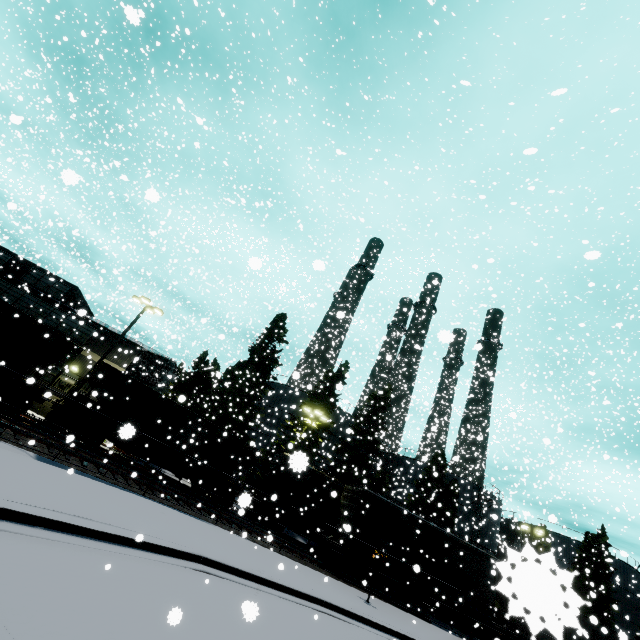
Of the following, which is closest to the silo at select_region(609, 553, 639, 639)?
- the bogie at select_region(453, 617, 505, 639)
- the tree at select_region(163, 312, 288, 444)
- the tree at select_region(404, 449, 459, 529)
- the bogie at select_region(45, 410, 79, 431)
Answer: the tree at select_region(163, 312, 288, 444)

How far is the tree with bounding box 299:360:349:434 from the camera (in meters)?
30.39

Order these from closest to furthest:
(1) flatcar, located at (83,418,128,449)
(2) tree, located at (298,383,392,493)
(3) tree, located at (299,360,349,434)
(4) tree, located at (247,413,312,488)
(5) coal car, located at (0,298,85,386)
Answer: (5) coal car, located at (0,298,85,386) < (1) flatcar, located at (83,418,128,449) < (4) tree, located at (247,413,312,488) < (2) tree, located at (298,383,392,493) < (3) tree, located at (299,360,349,434)

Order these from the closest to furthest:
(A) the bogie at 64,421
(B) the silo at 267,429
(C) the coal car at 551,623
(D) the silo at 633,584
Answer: (C) the coal car at 551,623, (A) the bogie at 64,421, (B) the silo at 267,429, (D) the silo at 633,584

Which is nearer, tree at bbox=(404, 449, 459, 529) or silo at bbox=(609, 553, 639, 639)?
tree at bbox=(404, 449, 459, 529)

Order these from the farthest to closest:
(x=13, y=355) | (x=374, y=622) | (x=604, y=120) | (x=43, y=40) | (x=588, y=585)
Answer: (x=588, y=585), (x=43, y=40), (x=13, y=355), (x=604, y=120), (x=374, y=622)

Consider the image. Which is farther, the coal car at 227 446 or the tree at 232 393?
the tree at 232 393

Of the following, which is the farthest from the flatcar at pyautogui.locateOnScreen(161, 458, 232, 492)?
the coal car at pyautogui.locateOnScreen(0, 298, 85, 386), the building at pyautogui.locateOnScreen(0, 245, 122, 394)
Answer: the building at pyautogui.locateOnScreen(0, 245, 122, 394)
